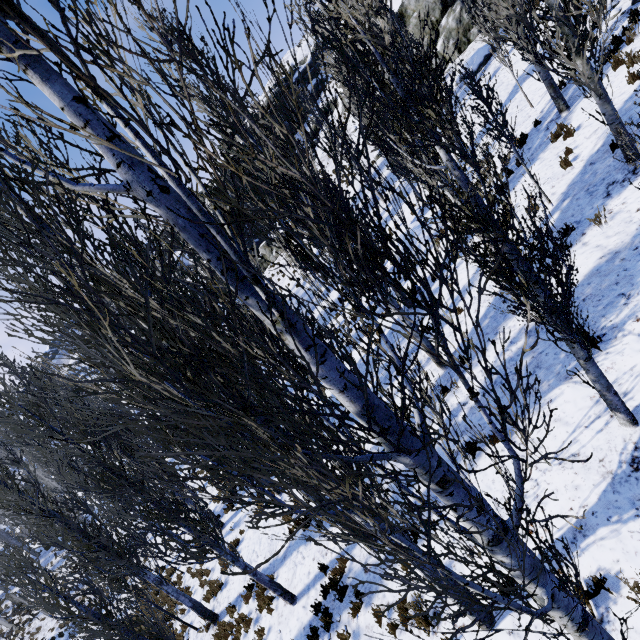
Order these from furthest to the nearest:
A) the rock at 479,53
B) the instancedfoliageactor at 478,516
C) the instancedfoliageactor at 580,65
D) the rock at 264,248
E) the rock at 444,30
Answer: the rock at 264,248, the rock at 444,30, the rock at 479,53, the instancedfoliageactor at 580,65, the instancedfoliageactor at 478,516

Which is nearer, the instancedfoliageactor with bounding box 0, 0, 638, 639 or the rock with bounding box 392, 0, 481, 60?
the instancedfoliageactor with bounding box 0, 0, 638, 639

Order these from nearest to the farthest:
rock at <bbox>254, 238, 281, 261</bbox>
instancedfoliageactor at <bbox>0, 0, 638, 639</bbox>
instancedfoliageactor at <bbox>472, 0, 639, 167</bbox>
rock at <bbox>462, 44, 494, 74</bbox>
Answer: instancedfoliageactor at <bbox>0, 0, 638, 639</bbox> → instancedfoliageactor at <bbox>472, 0, 639, 167</bbox> → rock at <bbox>462, 44, 494, 74</bbox> → rock at <bbox>254, 238, 281, 261</bbox>

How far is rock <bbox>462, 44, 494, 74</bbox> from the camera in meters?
19.8 m

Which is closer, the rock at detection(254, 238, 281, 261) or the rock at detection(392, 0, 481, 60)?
the rock at detection(392, 0, 481, 60)

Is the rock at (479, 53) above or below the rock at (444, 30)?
below

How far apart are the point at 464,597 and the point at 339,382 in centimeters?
139cm
